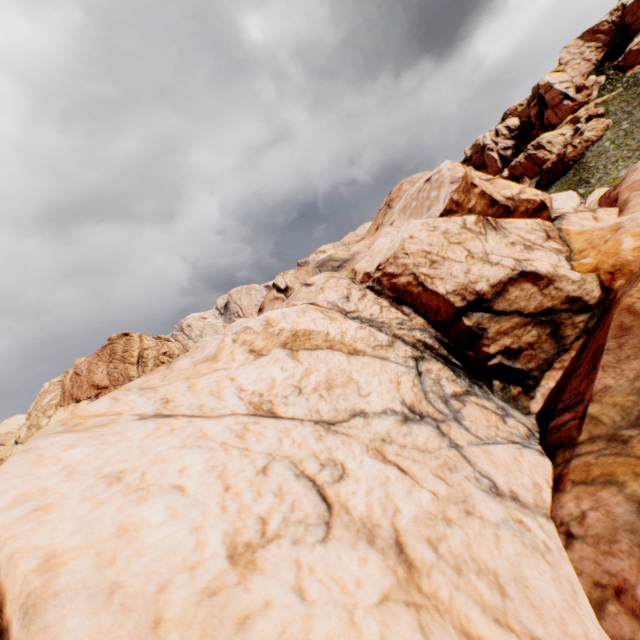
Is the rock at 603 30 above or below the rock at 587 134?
above

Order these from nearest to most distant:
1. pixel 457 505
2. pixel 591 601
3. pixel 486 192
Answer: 1. pixel 591 601
2. pixel 457 505
3. pixel 486 192

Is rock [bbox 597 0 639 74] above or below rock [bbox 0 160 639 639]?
above

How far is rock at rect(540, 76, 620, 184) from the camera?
51.3 meters

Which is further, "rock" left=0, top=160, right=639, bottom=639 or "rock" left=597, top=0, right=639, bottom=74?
"rock" left=597, top=0, right=639, bottom=74

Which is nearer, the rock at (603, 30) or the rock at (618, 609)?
the rock at (618, 609)
